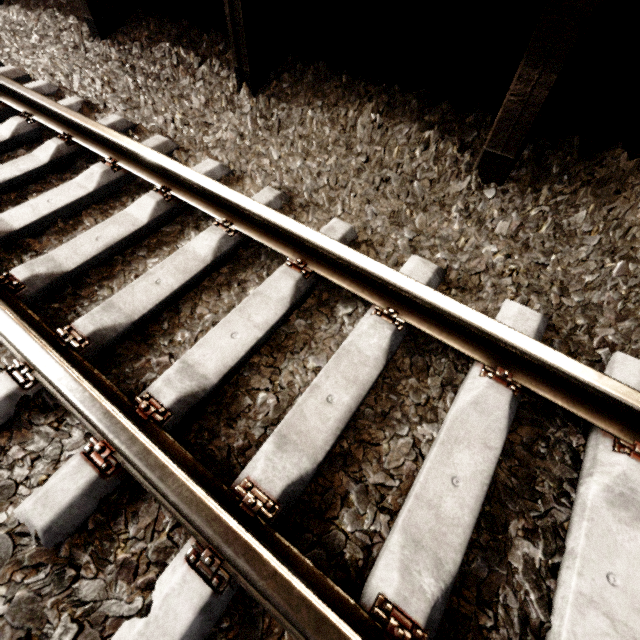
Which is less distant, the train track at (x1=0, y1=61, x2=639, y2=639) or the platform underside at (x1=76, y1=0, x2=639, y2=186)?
the train track at (x1=0, y1=61, x2=639, y2=639)

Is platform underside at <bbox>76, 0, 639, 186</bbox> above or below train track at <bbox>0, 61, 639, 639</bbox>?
above

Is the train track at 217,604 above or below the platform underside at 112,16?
below

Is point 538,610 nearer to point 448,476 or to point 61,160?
point 448,476

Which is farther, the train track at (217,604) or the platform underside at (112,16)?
the platform underside at (112,16)
